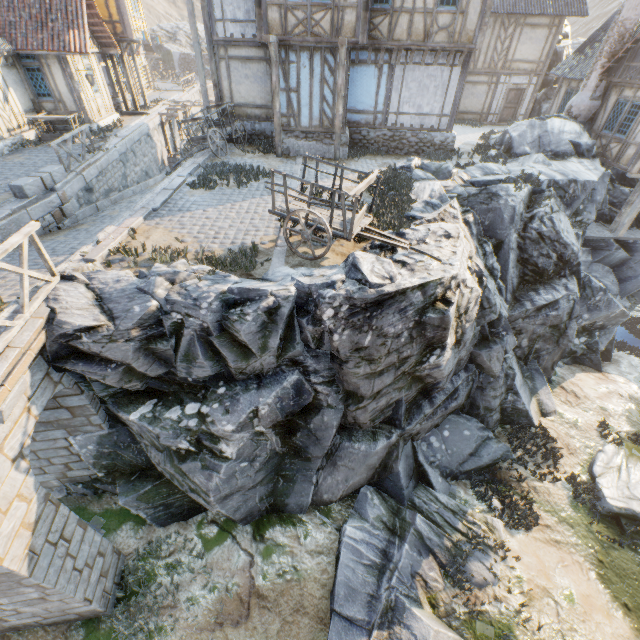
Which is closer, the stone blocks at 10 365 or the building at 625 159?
the stone blocks at 10 365

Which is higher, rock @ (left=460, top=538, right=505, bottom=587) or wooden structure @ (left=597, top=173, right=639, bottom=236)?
wooden structure @ (left=597, top=173, right=639, bottom=236)

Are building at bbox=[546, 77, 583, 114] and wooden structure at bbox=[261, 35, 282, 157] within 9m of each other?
no

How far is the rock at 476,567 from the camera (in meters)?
8.64

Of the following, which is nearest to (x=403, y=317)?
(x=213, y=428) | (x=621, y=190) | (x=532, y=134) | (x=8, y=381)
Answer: (x=213, y=428)

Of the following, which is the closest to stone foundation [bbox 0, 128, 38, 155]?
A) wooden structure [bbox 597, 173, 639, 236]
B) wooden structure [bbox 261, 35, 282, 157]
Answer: wooden structure [bbox 261, 35, 282, 157]

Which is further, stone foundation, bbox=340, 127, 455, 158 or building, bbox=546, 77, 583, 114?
building, bbox=546, 77, 583, 114

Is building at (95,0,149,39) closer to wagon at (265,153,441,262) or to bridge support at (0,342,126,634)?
wagon at (265,153,441,262)
